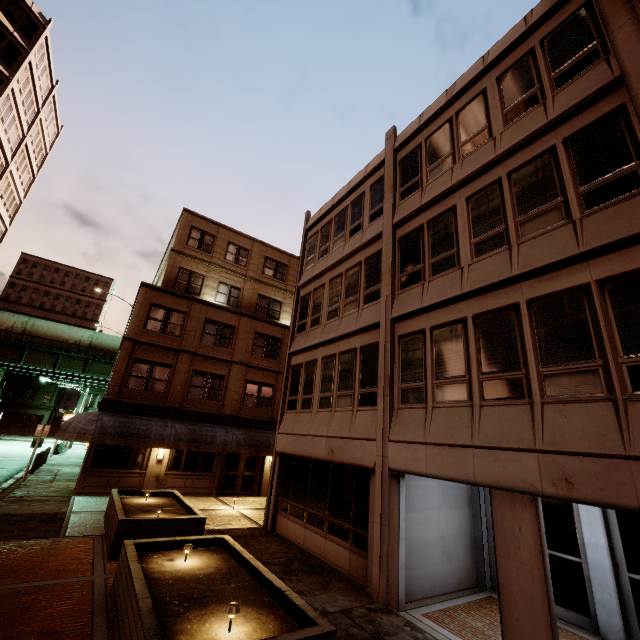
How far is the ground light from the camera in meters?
4.8

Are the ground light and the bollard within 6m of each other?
no

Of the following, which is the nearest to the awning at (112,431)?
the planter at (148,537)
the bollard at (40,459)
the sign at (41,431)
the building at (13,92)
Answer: the sign at (41,431)

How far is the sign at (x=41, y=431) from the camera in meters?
18.2 m

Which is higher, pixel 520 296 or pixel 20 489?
pixel 520 296

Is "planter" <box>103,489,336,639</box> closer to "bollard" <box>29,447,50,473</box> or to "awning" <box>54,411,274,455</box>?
"awning" <box>54,411,274,455</box>

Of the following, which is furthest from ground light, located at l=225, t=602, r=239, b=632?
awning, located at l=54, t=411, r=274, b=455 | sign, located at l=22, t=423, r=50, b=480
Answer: sign, located at l=22, t=423, r=50, b=480

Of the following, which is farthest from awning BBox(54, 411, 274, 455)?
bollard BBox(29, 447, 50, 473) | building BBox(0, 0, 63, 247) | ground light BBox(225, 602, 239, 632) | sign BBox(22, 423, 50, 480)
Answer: ground light BBox(225, 602, 239, 632)
